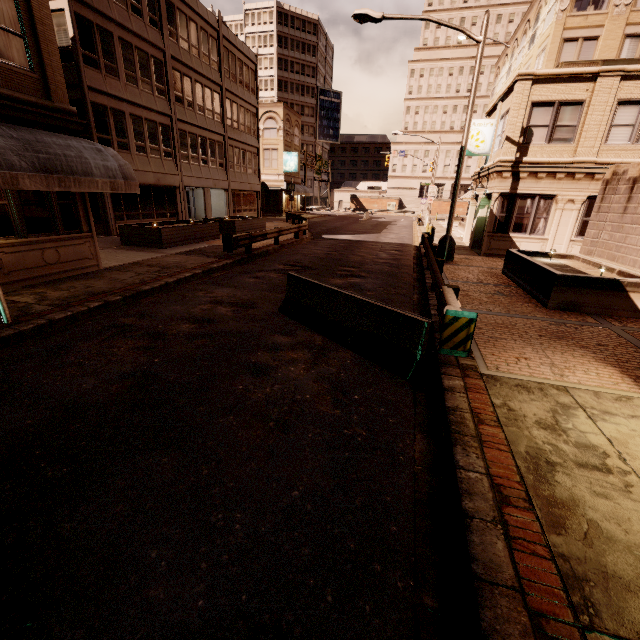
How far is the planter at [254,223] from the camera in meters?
15.5 m

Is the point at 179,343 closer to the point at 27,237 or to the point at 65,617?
the point at 65,617

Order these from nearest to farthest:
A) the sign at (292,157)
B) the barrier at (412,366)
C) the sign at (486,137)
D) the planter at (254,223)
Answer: the barrier at (412,366) < the planter at (254,223) < the sign at (486,137) < the sign at (292,157)

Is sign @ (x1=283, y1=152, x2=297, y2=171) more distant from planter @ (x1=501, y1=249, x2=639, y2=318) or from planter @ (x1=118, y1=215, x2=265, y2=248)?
planter @ (x1=501, y1=249, x2=639, y2=318)

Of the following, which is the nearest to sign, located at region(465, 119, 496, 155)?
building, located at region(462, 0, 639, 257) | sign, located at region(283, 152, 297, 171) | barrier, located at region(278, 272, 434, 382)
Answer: building, located at region(462, 0, 639, 257)

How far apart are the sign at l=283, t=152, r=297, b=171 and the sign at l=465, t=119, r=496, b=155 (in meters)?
27.28

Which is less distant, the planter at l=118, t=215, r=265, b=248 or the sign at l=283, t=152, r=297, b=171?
the planter at l=118, t=215, r=265, b=248

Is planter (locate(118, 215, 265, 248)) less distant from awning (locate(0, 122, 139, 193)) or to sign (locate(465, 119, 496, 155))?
awning (locate(0, 122, 139, 193))
